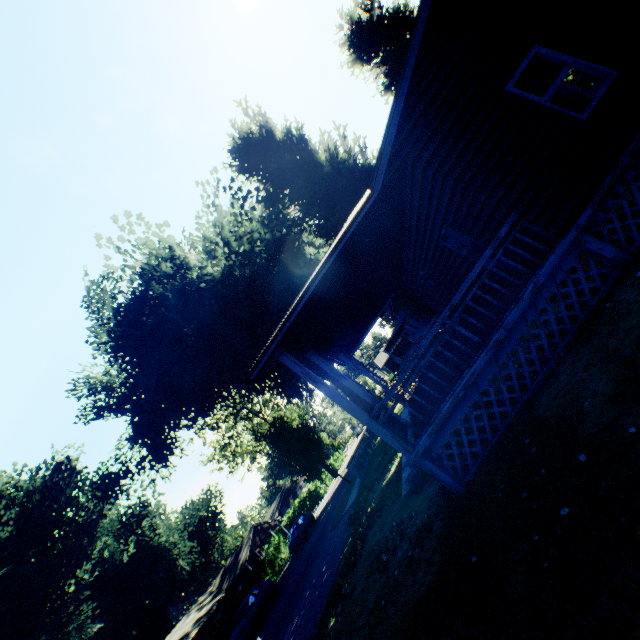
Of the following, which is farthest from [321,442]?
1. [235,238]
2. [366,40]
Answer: [366,40]

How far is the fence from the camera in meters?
19.4

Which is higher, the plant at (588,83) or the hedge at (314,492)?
the plant at (588,83)

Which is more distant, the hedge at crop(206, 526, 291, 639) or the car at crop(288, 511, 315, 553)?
the car at crop(288, 511, 315, 553)

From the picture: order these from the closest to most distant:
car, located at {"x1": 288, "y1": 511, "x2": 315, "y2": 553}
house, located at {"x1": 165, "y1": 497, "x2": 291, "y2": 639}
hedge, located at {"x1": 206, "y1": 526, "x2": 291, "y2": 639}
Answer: hedge, located at {"x1": 206, "y1": 526, "x2": 291, "y2": 639}, car, located at {"x1": 288, "y1": 511, "x2": 315, "y2": 553}, house, located at {"x1": 165, "y1": 497, "x2": 291, "y2": 639}

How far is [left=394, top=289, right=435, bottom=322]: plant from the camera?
18.2 meters

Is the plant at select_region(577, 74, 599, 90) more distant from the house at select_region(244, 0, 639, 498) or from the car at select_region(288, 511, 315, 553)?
the car at select_region(288, 511, 315, 553)

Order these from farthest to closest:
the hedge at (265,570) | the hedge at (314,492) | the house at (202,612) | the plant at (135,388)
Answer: the hedge at (314,492) → the house at (202,612) → the hedge at (265,570) → the plant at (135,388)
